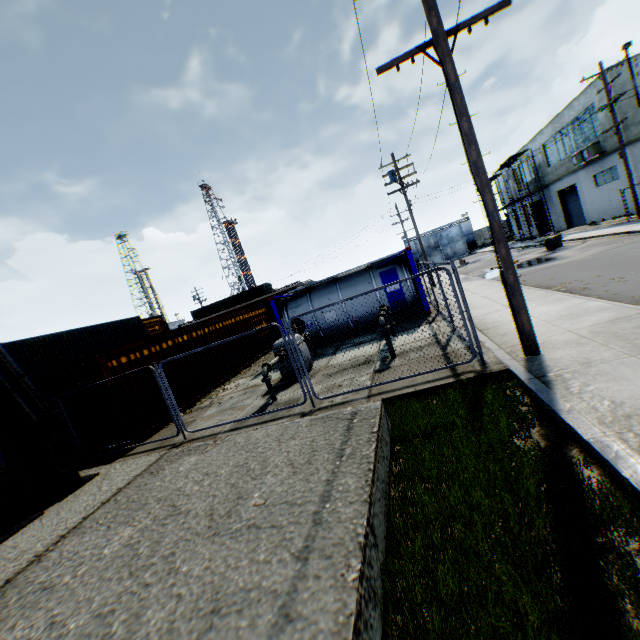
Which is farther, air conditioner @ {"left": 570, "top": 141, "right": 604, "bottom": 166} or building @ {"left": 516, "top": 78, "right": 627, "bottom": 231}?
air conditioner @ {"left": 570, "top": 141, "right": 604, "bottom": 166}

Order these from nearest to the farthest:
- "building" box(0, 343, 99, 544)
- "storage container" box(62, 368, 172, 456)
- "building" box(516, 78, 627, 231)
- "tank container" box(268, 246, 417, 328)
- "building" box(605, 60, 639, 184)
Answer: "building" box(0, 343, 99, 544) → "storage container" box(62, 368, 172, 456) → "tank container" box(268, 246, 417, 328) → "building" box(605, 60, 639, 184) → "building" box(516, 78, 627, 231)

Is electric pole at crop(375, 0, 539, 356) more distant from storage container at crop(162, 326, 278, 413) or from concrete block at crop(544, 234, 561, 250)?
storage container at crop(162, 326, 278, 413)

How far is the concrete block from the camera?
22.2 meters

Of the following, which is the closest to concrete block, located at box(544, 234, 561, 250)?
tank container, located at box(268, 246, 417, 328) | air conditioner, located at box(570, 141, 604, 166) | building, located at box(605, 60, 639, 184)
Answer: building, located at box(605, 60, 639, 184)

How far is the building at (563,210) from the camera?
23.2m

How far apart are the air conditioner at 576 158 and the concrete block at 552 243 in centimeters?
732cm

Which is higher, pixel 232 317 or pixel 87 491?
pixel 232 317
